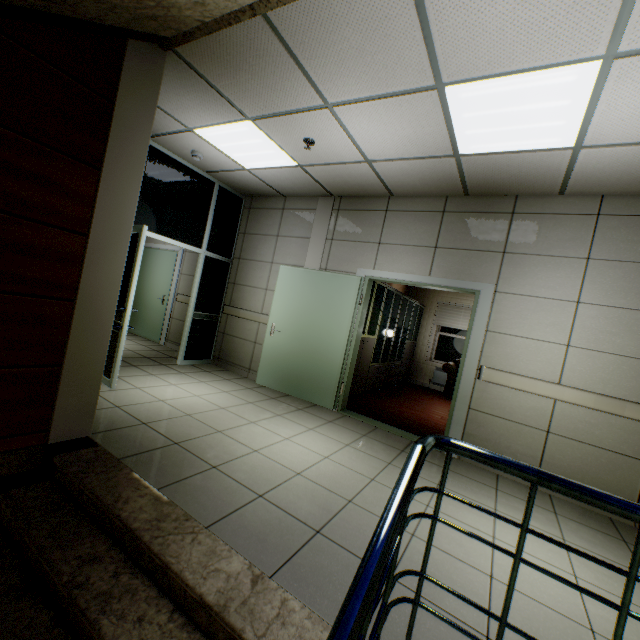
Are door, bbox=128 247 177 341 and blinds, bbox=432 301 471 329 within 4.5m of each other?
no

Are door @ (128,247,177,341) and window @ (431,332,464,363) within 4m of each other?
no

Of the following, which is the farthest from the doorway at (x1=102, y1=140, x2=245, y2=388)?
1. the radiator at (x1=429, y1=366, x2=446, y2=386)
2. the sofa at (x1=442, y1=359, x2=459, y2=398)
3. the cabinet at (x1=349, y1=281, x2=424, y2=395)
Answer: the radiator at (x1=429, y1=366, x2=446, y2=386)

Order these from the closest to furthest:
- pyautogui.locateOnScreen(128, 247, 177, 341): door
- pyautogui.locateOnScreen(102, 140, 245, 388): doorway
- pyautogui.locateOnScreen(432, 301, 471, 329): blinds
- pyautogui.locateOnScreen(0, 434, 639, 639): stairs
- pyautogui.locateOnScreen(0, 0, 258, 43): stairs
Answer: pyautogui.locateOnScreen(0, 434, 639, 639): stairs → pyautogui.locateOnScreen(0, 0, 258, 43): stairs → pyautogui.locateOnScreen(102, 140, 245, 388): doorway → pyautogui.locateOnScreen(128, 247, 177, 341): door → pyautogui.locateOnScreen(432, 301, 471, 329): blinds

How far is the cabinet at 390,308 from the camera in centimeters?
576cm

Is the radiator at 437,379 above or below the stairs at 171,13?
below

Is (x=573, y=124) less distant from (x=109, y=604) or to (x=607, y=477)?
(x=607, y=477)

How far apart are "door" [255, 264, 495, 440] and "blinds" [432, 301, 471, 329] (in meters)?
4.69
